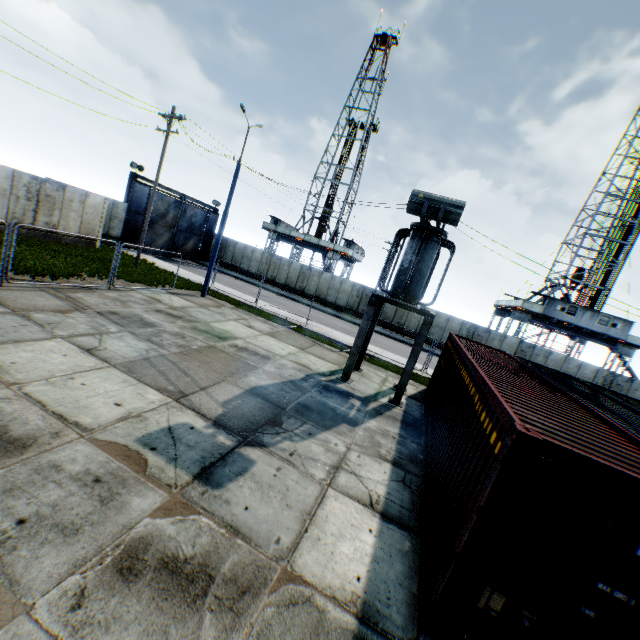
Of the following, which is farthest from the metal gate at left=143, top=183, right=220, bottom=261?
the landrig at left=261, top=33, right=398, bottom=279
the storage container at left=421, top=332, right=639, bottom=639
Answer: the storage container at left=421, top=332, right=639, bottom=639

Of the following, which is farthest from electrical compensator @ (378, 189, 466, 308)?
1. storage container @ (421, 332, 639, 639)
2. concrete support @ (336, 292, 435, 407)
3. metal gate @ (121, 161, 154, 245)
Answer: metal gate @ (121, 161, 154, 245)

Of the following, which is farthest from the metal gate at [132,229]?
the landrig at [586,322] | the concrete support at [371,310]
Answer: the landrig at [586,322]

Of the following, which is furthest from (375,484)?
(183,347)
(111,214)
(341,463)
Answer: (111,214)

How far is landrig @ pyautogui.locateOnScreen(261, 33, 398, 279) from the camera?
43.0 meters

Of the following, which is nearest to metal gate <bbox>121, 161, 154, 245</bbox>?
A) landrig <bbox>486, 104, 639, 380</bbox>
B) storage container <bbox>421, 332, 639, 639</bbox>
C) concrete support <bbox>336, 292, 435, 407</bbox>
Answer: concrete support <bbox>336, 292, 435, 407</bbox>

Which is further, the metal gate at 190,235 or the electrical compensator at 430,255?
the metal gate at 190,235

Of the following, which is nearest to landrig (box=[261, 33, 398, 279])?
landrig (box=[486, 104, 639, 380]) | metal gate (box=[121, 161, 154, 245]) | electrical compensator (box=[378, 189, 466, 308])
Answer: metal gate (box=[121, 161, 154, 245])
